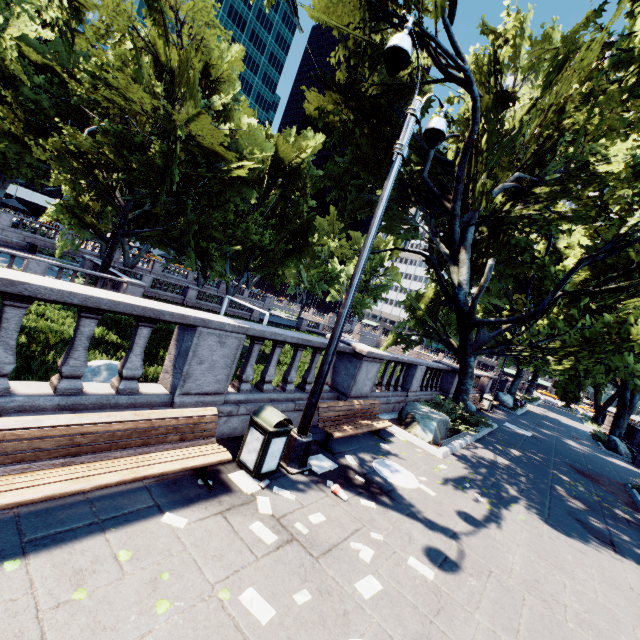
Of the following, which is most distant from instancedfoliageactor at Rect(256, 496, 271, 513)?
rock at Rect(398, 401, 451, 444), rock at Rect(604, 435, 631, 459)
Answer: rock at Rect(604, 435, 631, 459)

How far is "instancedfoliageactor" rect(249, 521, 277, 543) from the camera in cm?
393

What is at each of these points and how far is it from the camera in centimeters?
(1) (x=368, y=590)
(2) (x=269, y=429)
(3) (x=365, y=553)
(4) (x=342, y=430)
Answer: (1) instancedfoliageactor, 369cm
(2) garbage can, 494cm
(3) instancedfoliageactor, 427cm
(4) bench, 714cm

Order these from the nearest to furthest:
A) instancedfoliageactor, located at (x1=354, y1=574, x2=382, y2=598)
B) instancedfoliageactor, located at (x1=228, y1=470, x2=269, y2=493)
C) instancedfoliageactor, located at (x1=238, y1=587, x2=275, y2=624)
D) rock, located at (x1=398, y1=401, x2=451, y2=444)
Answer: instancedfoliageactor, located at (x1=238, y1=587, x2=275, y2=624), instancedfoliageactor, located at (x1=354, y1=574, x2=382, y2=598), instancedfoliageactor, located at (x1=228, y1=470, x2=269, y2=493), rock, located at (x1=398, y1=401, x2=451, y2=444)

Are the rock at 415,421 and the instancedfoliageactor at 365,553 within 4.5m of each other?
no

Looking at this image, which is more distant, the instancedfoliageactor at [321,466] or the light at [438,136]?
the instancedfoliageactor at [321,466]

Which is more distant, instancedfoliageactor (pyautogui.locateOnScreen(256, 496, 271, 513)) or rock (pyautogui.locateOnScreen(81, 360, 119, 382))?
rock (pyautogui.locateOnScreen(81, 360, 119, 382))

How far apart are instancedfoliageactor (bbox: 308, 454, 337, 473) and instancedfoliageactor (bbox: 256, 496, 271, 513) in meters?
0.9 m
